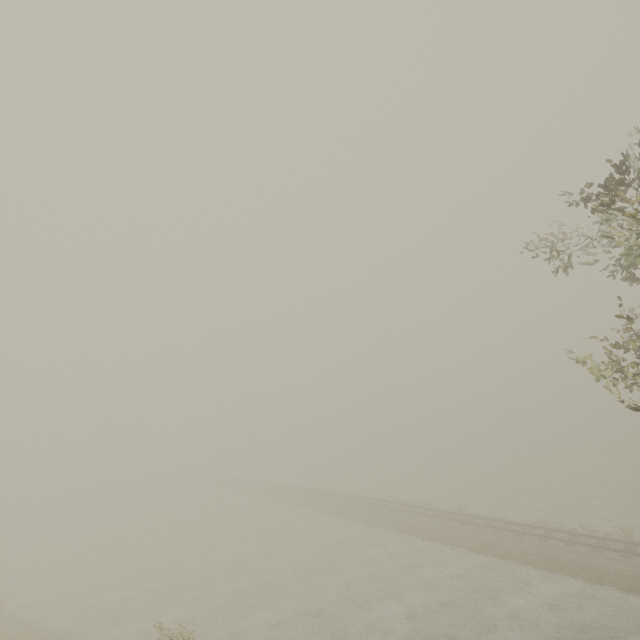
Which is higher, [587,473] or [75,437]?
[75,437]
